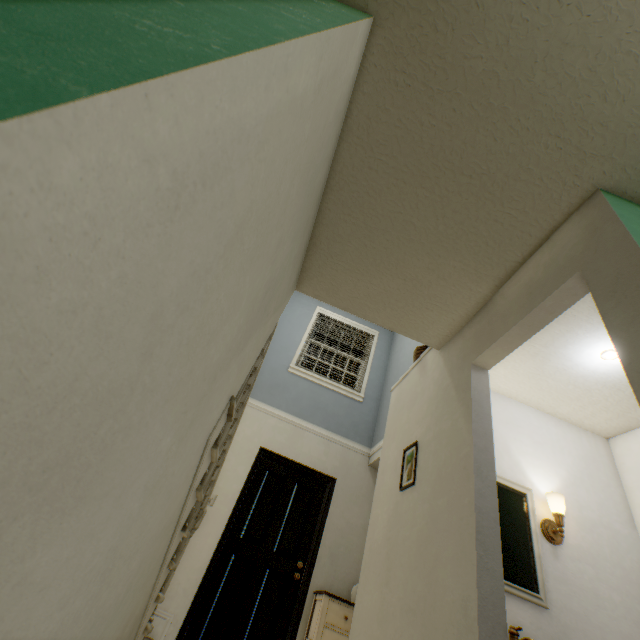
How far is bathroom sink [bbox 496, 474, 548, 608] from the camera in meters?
1.8

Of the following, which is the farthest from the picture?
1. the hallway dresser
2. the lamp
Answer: the hallway dresser

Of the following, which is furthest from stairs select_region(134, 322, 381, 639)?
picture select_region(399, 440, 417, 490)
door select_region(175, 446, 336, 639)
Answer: picture select_region(399, 440, 417, 490)

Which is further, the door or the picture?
the door

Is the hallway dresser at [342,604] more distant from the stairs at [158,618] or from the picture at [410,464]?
the picture at [410,464]

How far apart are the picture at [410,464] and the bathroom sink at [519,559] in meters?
0.3

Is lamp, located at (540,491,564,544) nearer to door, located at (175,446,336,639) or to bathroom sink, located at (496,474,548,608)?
bathroom sink, located at (496,474,548,608)

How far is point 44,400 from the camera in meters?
0.4
